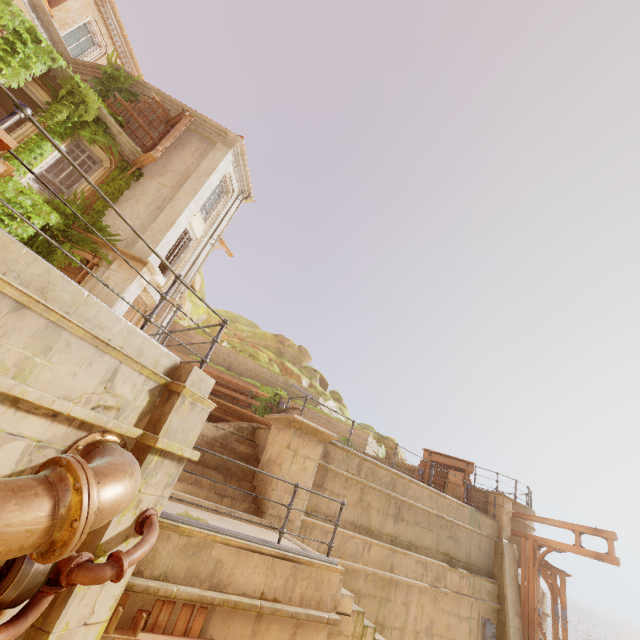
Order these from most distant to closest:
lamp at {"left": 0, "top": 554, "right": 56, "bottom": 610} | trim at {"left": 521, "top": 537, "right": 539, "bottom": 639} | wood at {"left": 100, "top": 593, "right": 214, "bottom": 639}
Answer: trim at {"left": 521, "top": 537, "right": 539, "bottom": 639}
wood at {"left": 100, "top": 593, "right": 214, "bottom": 639}
lamp at {"left": 0, "top": 554, "right": 56, "bottom": 610}

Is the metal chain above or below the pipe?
below

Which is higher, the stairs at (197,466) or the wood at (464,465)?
the wood at (464,465)

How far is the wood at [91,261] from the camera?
11.75m

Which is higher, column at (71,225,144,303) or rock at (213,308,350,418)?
rock at (213,308,350,418)

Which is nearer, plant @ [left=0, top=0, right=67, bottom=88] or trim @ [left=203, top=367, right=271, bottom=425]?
plant @ [left=0, top=0, right=67, bottom=88]

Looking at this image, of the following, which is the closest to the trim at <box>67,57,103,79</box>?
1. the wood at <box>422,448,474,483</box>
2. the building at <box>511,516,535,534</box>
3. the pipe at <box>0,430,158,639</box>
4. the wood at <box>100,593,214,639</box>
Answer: the pipe at <box>0,430,158,639</box>

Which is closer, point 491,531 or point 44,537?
point 44,537
